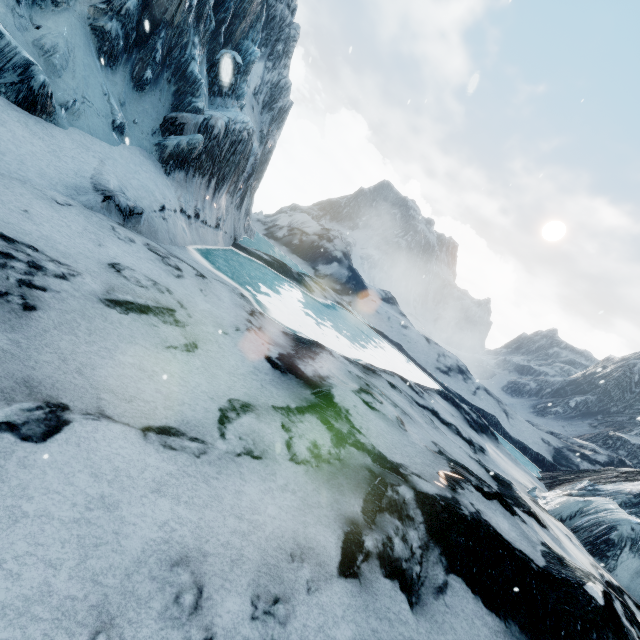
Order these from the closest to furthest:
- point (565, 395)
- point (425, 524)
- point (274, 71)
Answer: point (425, 524) < point (274, 71) < point (565, 395)
